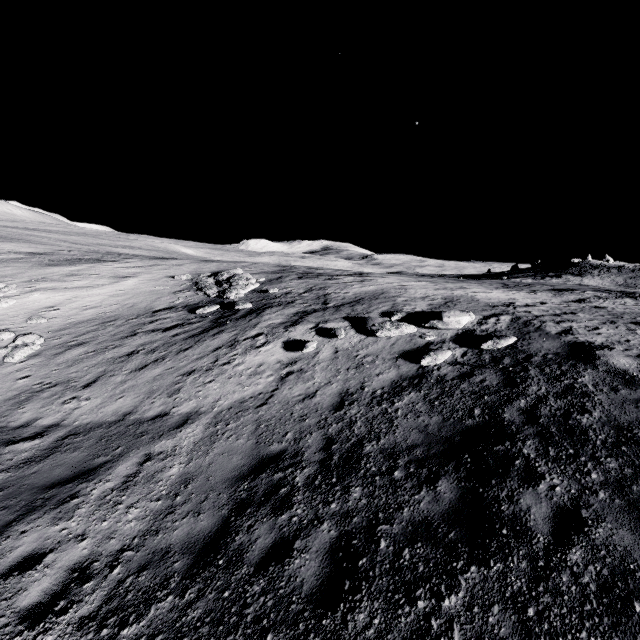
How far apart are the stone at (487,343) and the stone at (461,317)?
1.0 meters

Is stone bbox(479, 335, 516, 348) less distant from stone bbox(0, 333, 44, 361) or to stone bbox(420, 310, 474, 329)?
stone bbox(420, 310, 474, 329)

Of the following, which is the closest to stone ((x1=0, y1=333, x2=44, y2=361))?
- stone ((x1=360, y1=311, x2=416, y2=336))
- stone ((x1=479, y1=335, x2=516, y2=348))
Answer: stone ((x1=360, y1=311, x2=416, y2=336))

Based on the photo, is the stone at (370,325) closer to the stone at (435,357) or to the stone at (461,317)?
the stone at (461,317)

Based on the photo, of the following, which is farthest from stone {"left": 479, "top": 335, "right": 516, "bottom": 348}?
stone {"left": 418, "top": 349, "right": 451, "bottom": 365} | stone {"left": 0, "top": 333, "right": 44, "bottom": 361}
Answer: stone {"left": 0, "top": 333, "right": 44, "bottom": 361}

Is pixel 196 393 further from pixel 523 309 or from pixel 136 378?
pixel 523 309

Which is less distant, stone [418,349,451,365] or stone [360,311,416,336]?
stone [418,349,451,365]

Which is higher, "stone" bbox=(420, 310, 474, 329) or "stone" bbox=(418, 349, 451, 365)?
"stone" bbox=(420, 310, 474, 329)
